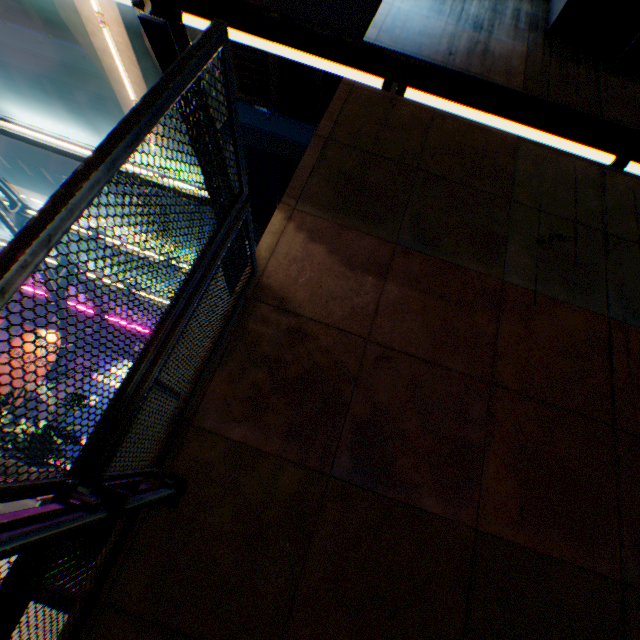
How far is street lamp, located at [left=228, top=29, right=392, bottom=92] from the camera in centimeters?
309cm

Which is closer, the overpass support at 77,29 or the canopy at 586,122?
the canopy at 586,122

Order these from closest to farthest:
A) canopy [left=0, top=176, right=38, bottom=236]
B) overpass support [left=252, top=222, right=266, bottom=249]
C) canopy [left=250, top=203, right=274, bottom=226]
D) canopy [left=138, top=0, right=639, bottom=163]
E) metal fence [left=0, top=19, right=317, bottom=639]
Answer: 1. metal fence [left=0, top=19, right=317, bottom=639]
2. canopy [left=138, top=0, right=639, bottom=163]
3. canopy [left=250, top=203, right=274, bottom=226]
4. canopy [left=0, top=176, right=38, bottom=236]
5. overpass support [left=252, top=222, right=266, bottom=249]

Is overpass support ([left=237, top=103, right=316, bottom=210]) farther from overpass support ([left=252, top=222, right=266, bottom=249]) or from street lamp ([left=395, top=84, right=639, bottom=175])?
street lamp ([left=395, top=84, right=639, bottom=175])

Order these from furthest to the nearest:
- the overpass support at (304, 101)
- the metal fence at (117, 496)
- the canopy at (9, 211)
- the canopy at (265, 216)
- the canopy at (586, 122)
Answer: the overpass support at (304, 101), the canopy at (9, 211), the canopy at (265, 216), the canopy at (586, 122), the metal fence at (117, 496)

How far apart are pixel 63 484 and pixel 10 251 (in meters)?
1.27

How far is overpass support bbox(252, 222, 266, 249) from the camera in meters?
18.2

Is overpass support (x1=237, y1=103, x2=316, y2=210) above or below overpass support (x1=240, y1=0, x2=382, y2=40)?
above
